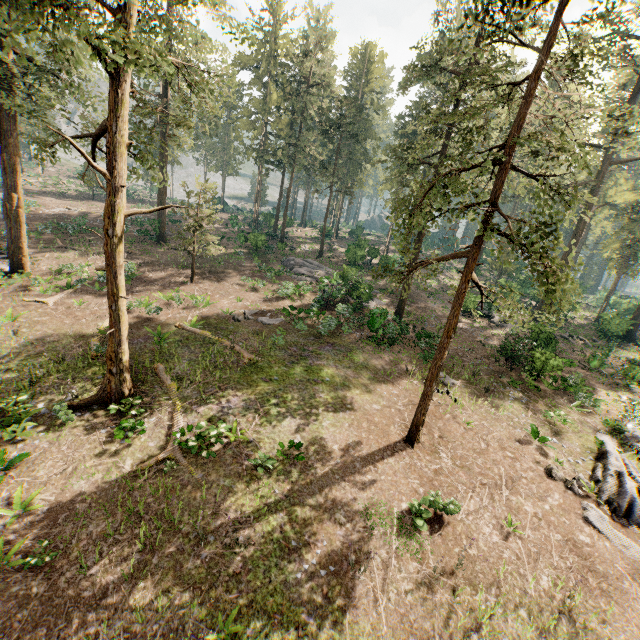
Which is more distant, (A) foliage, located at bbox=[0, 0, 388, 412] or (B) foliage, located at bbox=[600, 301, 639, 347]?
(B) foliage, located at bbox=[600, 301, 639, 347]

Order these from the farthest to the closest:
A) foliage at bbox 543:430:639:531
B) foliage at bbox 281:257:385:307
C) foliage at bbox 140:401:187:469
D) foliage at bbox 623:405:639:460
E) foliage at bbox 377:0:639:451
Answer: foliage at bbox 281:257:385:307
foliage at bbox 623:405:639:460
foliage at bbox 543:430:639:531
foliage at bbox 140:401:187:469
foliage at bbox 377:0:639:451

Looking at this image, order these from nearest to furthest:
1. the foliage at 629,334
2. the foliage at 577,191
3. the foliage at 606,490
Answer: the foliage at 577,191 < the foliage at 606,490 < the foliage at 629,334

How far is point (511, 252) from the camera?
9.4 meters

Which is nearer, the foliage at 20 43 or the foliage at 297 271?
the foliage at 20 43

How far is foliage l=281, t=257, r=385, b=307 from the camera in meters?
27.2

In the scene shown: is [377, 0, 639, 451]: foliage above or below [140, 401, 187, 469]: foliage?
above
